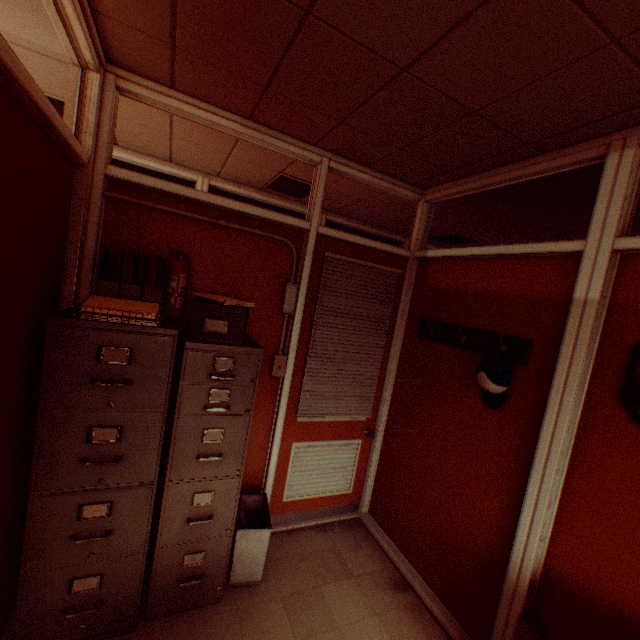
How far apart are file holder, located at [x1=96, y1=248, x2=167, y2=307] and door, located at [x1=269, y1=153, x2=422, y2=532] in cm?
120

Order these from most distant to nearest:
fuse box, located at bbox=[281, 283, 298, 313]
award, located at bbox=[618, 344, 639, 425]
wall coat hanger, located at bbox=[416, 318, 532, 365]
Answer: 1. fuse box, located at bbox=[281, 283, 298, 313]
2. wall coat hanger, located at bbox=[416, 318, 532, 365]
3. award, located at bbox=[618, 344, 639, 425]

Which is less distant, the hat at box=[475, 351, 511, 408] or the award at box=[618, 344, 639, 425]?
the award at box=[618, 344, 639, 425]

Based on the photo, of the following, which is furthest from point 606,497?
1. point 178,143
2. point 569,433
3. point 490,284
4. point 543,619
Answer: point 178,143

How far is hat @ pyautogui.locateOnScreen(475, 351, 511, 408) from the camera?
2.2m

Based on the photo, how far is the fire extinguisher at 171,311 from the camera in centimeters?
229cm

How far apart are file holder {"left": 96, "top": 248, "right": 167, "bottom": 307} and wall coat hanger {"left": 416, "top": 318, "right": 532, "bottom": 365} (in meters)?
2.22

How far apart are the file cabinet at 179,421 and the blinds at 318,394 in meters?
0.9 m
